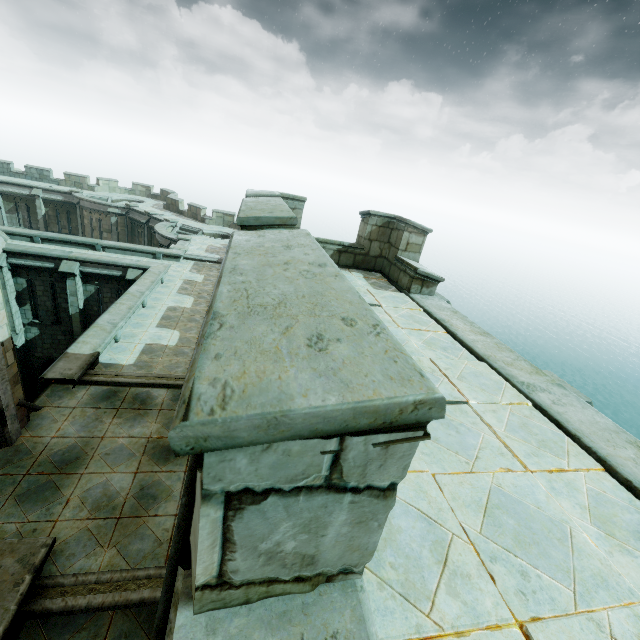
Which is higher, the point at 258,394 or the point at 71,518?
the point at 258,394

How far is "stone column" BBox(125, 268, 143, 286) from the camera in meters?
17.2

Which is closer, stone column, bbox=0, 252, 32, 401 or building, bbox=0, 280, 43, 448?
building, bbox=0, 280, 43, 448

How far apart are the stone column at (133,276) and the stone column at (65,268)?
2.2 meters

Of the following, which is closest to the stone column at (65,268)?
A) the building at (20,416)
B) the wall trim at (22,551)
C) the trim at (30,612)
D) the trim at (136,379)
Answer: the building at (20,416)

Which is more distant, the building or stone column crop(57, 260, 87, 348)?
stone column crop(57, 260, 87, 348)

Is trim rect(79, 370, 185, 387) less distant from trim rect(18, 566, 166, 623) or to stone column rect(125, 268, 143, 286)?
trim rect(18, 566, 166, 623)

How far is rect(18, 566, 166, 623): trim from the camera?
4.7m
